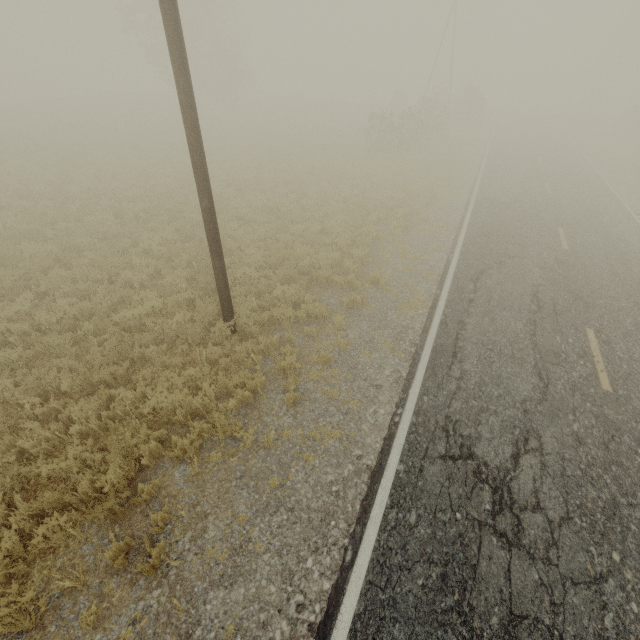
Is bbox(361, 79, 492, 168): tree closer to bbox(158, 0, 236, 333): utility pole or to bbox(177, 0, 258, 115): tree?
bbox(177, 0, 258, 115): tree

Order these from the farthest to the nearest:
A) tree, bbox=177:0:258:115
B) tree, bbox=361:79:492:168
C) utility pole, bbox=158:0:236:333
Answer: tree, bbox=177:0:258:115 → tree, bbox=361:79:492:168 → utility pole, bbox=158:0:236:333

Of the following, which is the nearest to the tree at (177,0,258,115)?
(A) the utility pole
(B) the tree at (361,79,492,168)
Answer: (B) the tree at (361,79,492,168)

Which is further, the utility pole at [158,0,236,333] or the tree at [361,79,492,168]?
the tree at [361,79,492,168]

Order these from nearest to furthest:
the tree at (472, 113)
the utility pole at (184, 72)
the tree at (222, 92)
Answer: the utility pole at (184, 72) < the tree at (472, 113) < the tree at (222, 92)

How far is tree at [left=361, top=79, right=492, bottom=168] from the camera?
22.72m

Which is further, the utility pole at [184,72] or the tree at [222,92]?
the tree at [222,92]

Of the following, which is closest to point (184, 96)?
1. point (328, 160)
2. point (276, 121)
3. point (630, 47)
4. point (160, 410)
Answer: point (160, 410)
